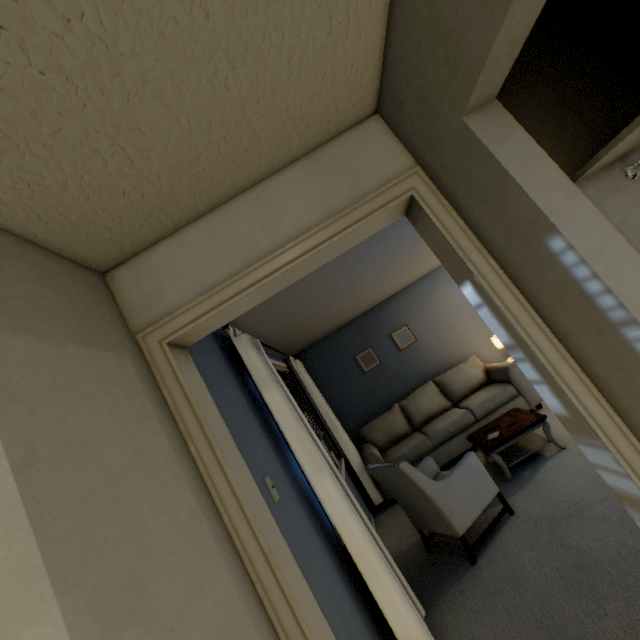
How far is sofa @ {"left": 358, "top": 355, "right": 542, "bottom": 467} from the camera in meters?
4.2

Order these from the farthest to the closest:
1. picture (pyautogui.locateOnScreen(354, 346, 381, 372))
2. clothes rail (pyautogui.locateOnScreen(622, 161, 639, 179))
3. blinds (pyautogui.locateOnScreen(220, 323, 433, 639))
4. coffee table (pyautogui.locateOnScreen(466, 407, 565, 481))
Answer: picture (pyautogui.locateOnScreen(354, 346, 381, 372)), coffee table (pyautogui.locateOnScreen(466, 407, 565, 481)), blinds (pyautogui.locateOnScreen(220, 323, 433, 639)), clothes rail (pyautogui.locateOnScreen(622, 161, 639, 179))

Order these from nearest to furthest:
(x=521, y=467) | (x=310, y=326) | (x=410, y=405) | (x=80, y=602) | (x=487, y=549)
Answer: (x=80, y=602) → (x=487, y=549) → (x=521, y=467) → (x=310, y=326) → (x=410, y=405)

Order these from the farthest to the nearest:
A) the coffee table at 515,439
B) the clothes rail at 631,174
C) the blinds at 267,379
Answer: the coffee table at 515,439 → the blinds at 267,379 → the clothes rail at 631,174

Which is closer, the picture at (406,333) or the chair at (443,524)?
the chair at (443,524)

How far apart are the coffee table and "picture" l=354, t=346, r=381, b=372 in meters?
1.9 m

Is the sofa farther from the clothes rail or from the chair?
the clothes rail

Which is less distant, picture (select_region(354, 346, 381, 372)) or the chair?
the chair
